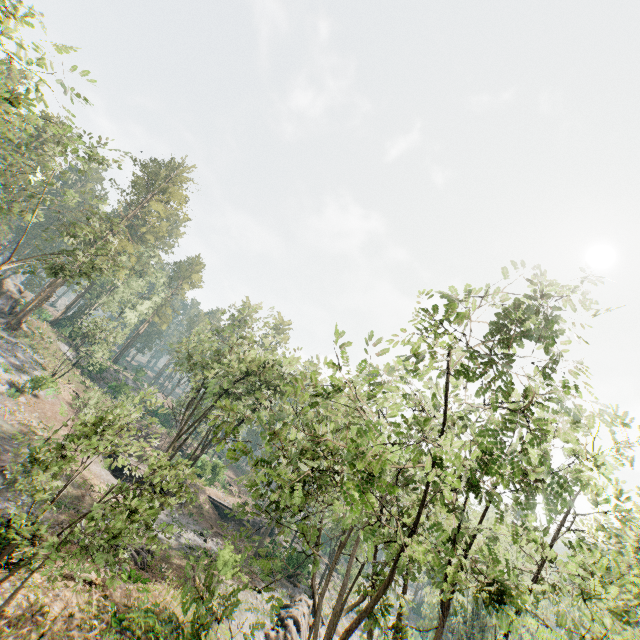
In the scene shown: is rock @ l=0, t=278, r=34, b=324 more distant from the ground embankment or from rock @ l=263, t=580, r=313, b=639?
rock @ l=263, t=580, r=313, b=639

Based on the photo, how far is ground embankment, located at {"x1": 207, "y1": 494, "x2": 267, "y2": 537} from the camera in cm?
4000

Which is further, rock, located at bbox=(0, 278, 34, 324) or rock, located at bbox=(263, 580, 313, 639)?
rock, located at bbox=(0, 278, 34, 324)

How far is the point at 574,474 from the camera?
11.1m

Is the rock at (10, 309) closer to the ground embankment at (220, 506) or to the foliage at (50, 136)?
the foliage at (50, 136)

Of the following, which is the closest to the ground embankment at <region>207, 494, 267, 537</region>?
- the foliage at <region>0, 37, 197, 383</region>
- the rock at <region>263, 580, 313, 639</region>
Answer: the foliage at <region>0, 37, 197, 383</region>

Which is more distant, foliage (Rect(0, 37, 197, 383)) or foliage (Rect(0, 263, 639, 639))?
foliage (Rect(0, 37, 197, 383))

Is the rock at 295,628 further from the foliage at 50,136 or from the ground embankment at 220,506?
the ground embankment at 220,506
